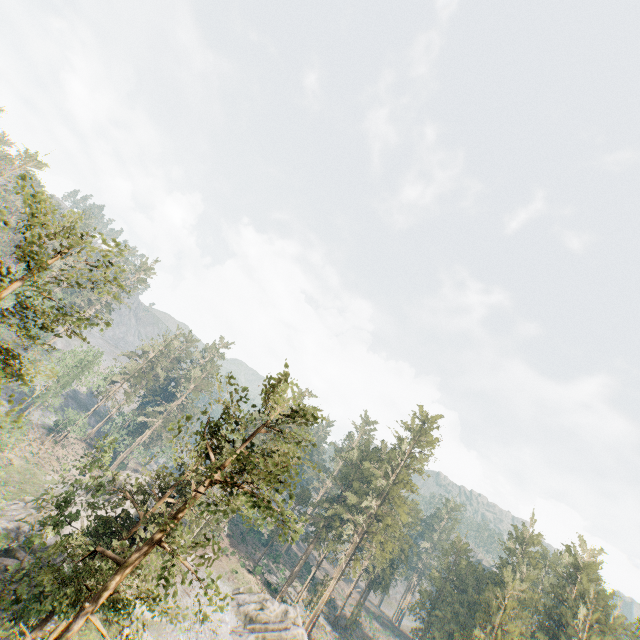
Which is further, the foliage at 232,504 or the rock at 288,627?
the rock at 288,627

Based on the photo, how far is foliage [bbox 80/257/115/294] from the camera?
13.2 meters

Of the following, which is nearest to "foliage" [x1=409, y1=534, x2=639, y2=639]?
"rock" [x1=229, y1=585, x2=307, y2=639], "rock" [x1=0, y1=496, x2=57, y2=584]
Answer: "rock" [x1=229, y1=585, x2=307, y2=639]

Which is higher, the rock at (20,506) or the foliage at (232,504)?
the foliage at (232,504)

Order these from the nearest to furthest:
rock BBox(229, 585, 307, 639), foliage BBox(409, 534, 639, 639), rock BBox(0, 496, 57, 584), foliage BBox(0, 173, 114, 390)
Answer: foliage BBox(0, 173, 114, 390) → rock BBox(0, 496, 57, 584) → rock BBox(229, 585, 307, 639) → foliage BBox(409, 534, 639, 639)

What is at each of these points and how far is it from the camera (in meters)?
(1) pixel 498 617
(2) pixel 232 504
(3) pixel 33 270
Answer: (1) foliage, 40.81
(2) foliage, 16.12
(3) foliage, 12.13

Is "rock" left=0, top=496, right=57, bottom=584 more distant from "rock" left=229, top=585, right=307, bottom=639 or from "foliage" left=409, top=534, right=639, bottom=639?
"rock" left=229, top=585, right=307, bottom=639
